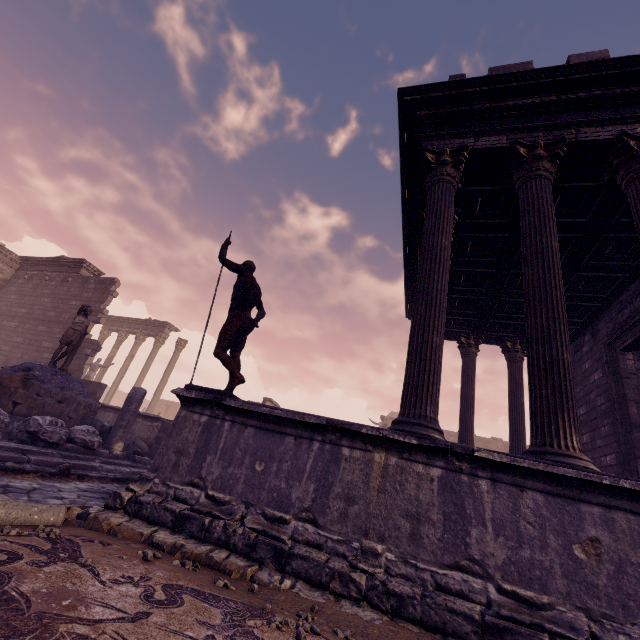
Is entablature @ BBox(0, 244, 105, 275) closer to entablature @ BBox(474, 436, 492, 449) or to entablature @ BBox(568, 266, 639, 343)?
entablature @ BBox(568, 266, 639, 343)

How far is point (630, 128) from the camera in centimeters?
491cm

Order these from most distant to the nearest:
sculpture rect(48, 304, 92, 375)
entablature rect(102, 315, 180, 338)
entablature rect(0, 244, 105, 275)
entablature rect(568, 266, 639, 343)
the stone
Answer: entablature rect(102, 315, 180, 338) < entablature rect(0, 244, 105, 275) < sculpture rect(48, 304, 92, 375) < entablature rect(568, 266, 639, 343) < the stone

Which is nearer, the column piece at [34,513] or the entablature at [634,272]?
the column piece at [34,513]

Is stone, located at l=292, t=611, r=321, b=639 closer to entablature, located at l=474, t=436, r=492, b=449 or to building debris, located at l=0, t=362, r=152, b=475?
building debris, located at l=0, t=362, r=152, b=475

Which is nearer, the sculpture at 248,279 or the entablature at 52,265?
the sculpture at 248,279

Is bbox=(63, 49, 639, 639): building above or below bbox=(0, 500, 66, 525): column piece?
above

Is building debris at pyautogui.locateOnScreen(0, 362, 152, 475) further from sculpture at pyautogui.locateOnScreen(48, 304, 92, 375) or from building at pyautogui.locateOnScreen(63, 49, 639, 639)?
building at pyautogui.locateOnScreen(63, 49, 639, 639)
